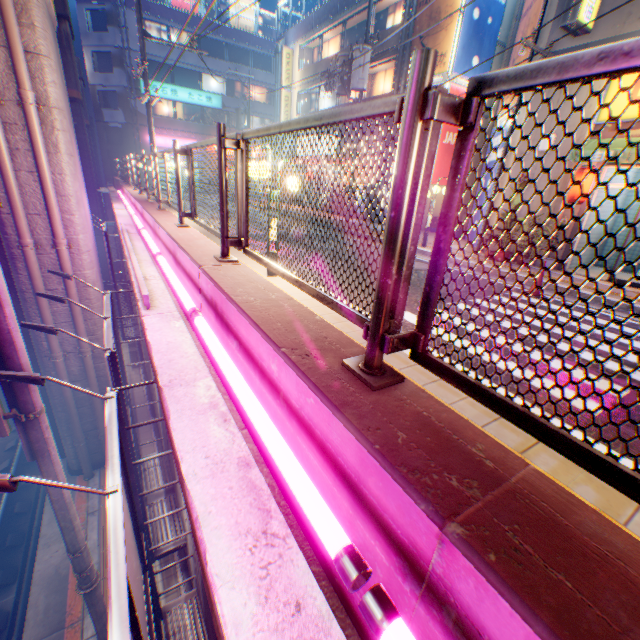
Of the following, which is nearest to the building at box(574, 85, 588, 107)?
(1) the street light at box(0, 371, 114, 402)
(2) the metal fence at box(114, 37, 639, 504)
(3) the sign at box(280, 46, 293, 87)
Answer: (2) the metal fence at box(114, 37, 639, 504)

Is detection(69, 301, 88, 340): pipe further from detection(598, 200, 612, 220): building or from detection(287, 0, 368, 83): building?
detection(287, 0, 368, 83): building

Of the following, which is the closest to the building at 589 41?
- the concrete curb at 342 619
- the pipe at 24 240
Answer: the concrete curb at 342 619

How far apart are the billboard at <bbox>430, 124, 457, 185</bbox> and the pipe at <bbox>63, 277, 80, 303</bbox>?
15.3m

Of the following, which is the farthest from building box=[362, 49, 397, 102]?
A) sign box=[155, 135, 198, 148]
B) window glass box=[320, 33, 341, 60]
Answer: sign box=[155, 135, 198, 148]

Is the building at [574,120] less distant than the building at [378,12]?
Yes

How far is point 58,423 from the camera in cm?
834

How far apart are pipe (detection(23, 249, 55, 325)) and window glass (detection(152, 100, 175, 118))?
33.3m
